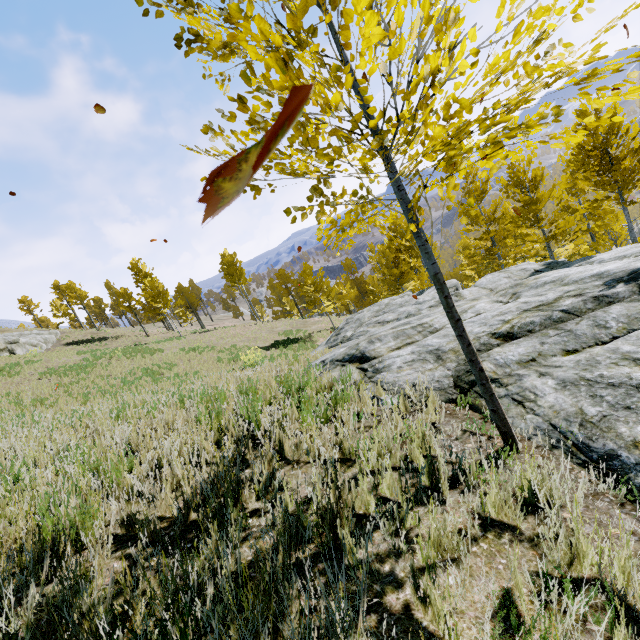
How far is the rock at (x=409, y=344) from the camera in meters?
4.5 m

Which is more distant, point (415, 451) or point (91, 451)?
point (91, 451)

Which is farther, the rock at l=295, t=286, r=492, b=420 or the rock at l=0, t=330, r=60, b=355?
the rock at l=0, t=330, r=60, b=355

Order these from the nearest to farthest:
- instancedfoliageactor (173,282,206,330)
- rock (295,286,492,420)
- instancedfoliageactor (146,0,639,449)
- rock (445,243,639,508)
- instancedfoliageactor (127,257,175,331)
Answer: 1. instancedfoliageactor (146,0,639,449)
2. rock (445,243,639,508)
3. rock (295,286,492,420)
4. instancedfoliageactor (127,257,175,331)
5. instancedfoliageactor (173,282,206,330)

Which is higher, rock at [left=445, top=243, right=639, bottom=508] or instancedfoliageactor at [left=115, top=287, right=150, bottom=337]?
instancedfoliageactor at [left=115, top=287, right=150, bottom=337]

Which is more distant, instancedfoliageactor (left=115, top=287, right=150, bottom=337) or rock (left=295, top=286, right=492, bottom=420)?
instancedfoliageactor (left=115, top=287, right=150, bottom=337)

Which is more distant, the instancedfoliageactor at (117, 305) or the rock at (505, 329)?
the instancedfoliageactor at (117, 305)

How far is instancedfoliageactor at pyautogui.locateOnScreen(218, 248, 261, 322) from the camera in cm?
3662
